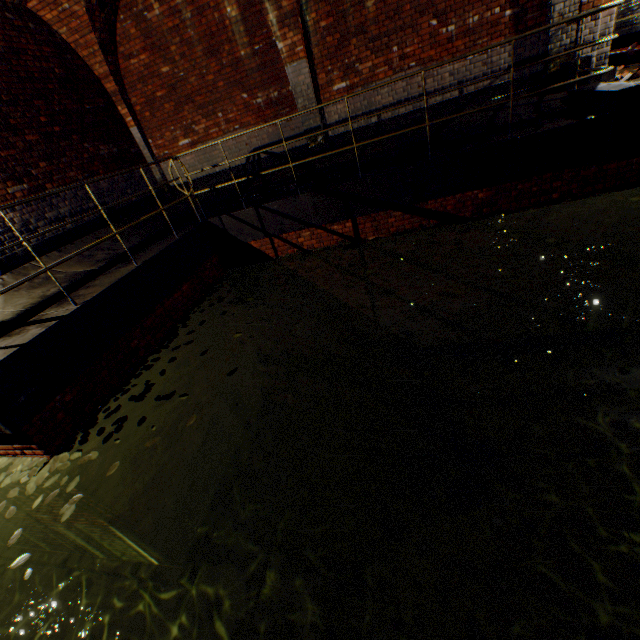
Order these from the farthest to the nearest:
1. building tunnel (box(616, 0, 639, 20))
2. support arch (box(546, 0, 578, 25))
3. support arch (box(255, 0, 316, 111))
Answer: building tunnel (box(616, 0, 639, 20)), support arch (box(255, 0, 316, 111)), support arch (box(546, 0, 578, 25))

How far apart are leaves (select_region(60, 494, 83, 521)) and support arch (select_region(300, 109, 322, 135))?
7.6 meters

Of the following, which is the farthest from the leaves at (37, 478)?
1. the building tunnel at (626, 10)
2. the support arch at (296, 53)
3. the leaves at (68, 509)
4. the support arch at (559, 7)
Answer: the support arch at (559, 7)

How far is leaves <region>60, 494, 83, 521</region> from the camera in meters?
3.0

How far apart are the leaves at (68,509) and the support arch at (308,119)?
7.63m

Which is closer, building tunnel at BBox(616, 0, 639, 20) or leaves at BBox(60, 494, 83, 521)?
leaves at BBox(60, 494, 83, 521)

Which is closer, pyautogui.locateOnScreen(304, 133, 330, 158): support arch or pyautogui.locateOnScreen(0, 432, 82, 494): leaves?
pyautogui.locateOnScreen(0, 432, 82, 494): leaves

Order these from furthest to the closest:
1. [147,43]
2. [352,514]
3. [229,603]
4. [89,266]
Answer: [147,43], [352,514], [89,266], [229,603]
